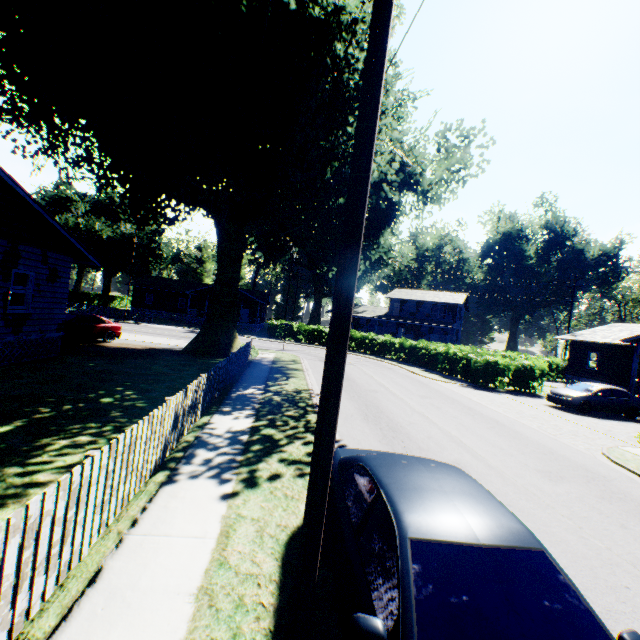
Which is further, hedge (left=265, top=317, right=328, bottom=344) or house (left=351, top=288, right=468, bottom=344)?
house (left=351, top=288, right=468, bottom=344)

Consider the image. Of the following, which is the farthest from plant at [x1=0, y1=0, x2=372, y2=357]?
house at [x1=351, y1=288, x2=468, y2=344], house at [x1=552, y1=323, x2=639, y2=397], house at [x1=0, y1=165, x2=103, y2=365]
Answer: house at [x1=351, y1=288, x2=468, y2=344]

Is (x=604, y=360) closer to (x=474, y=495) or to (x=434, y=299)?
(x=434, y=299)

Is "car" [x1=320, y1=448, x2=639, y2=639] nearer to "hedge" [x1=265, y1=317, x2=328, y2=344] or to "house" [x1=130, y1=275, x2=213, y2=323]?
"hedge" [x1=265, y1=317, x2=328, y2=344]

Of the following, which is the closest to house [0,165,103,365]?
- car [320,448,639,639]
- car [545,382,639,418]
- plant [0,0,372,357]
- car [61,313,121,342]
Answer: plant [0,0,372,357]

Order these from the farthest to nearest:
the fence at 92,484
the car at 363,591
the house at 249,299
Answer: the house at 249,299
the fence at 92,484
the car at 363,591

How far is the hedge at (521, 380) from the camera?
22.4 meters

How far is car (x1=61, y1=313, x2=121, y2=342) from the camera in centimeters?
1756cm
